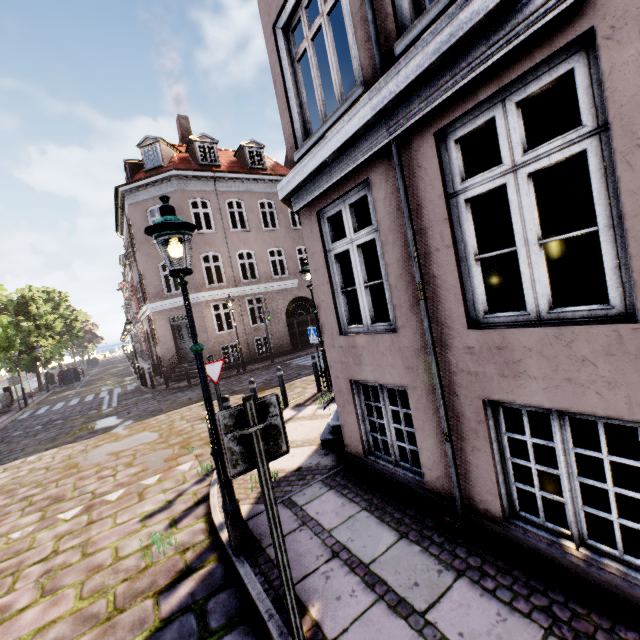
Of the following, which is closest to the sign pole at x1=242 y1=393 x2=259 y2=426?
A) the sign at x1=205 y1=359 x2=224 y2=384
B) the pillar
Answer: the sign at x1=205 y1=359 x2=224 y2=384

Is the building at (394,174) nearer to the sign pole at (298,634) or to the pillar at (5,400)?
the sign pole at (298,634)

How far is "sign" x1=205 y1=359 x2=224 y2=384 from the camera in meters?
6.3

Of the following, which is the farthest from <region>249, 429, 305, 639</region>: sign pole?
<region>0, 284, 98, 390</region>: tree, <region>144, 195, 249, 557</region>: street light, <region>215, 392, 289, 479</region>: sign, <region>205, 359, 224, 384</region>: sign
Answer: <region>0, 284, 98, 390</region>: tree

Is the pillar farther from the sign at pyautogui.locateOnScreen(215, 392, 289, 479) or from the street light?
the sign at pyautogui.locateOnScreen(215, 392, 289, 479)

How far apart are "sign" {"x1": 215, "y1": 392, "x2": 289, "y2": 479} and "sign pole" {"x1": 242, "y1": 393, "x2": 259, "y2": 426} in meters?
0.0 m

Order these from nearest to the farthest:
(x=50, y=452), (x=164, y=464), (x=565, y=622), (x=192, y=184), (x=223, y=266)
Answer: (x=565, y=622)
(x=164, y=464)
(x=50, y=452)
(x=192, y=184)
(x=223, y=266)

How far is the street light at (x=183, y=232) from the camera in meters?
3.3
